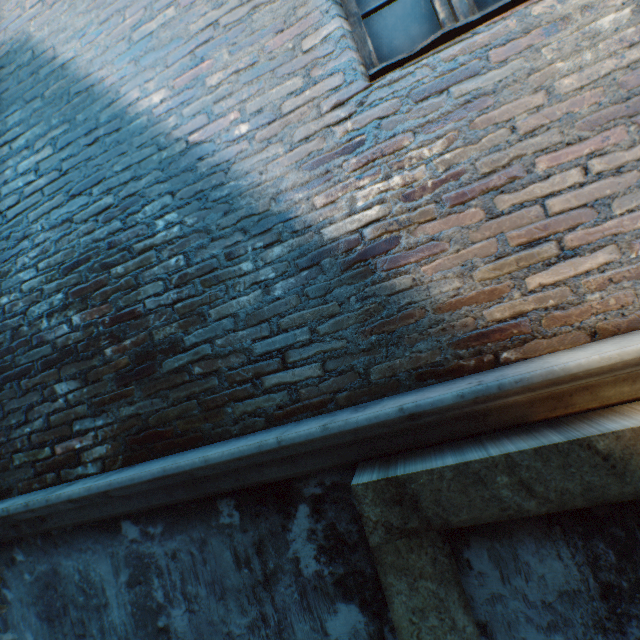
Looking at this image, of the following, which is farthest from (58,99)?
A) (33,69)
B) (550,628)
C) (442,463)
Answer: (550,628)
